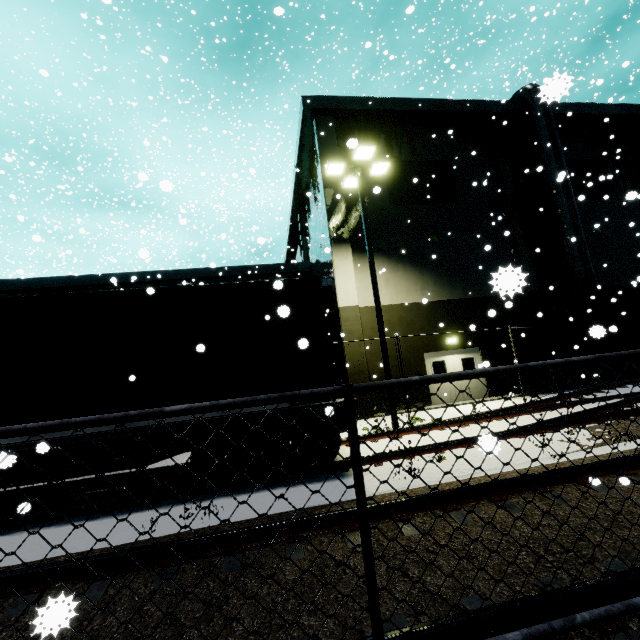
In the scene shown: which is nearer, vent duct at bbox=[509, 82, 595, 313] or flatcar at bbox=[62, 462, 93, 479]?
flatcar at bbox=[62, 462, 93, 479]

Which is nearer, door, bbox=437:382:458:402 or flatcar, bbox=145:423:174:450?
flatcar, bbox=145:423:174:450

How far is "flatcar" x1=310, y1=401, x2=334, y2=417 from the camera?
5.87m

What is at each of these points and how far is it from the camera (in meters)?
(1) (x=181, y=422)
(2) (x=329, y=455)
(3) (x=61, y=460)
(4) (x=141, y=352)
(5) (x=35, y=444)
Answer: (1) flatcar, 5.87
(2) bogie, 6.53
(3) flatcar, 5.58
(4) cargo container, 6.21
(5) flatcar, 5.48

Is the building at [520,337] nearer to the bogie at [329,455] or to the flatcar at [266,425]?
the flatcar at [266,425]

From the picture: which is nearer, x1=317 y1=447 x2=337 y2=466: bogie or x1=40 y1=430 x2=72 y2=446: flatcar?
x1=40 y1=430 x2=72 y2=446: flatcar

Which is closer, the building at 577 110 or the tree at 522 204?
the building at 577 110

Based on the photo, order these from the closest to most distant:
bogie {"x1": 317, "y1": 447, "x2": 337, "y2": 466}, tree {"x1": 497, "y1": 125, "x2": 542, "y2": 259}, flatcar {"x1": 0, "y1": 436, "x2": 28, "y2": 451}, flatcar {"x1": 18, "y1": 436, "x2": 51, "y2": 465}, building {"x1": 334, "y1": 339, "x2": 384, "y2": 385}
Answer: flatcar {"x1": 18, "y1": 436, "x2": 51, "y2": 465}, flatcar {"x1": 0, "y1": 436, "x2": 28, "y2": 451}, bogie {"x1": 317, "y1": 447, "x2": 337, "y2": 466}, building {"x1": 334, "y1": 339, "x2": 384, "y2": 385}, tree {"x1": 497, "y1": 125, "x2": 542, "y2": 259}
